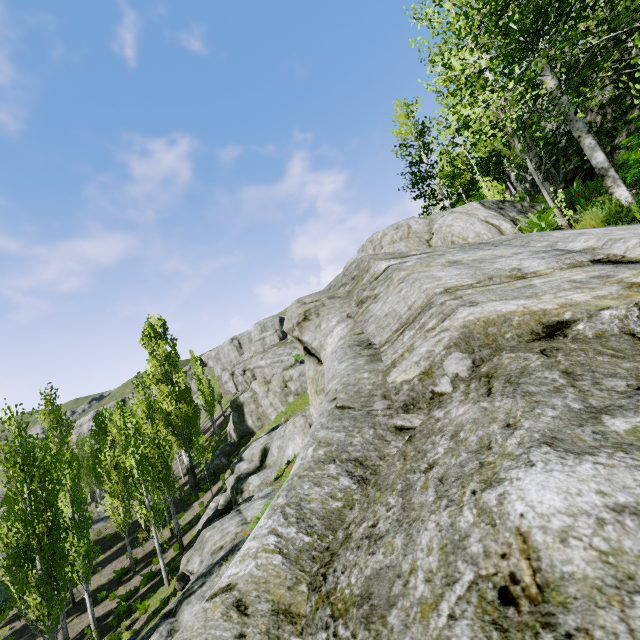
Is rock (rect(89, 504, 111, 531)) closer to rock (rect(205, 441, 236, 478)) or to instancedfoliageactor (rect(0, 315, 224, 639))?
instancedfoliageactor (rect(0, 315, 224, 639))

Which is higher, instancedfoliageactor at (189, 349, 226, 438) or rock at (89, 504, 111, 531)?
instancedfoliageactor at (189, 349, 226, 438)

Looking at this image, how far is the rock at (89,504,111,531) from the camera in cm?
2969

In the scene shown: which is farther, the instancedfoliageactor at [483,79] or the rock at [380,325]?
the instancedfoliageactor at [483,79]

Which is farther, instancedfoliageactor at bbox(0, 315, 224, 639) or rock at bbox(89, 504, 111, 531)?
rock at bbox(89, 504, 111, 531)

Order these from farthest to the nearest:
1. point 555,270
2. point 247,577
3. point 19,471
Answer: point 19,471 < point 555,270 < point 247,577

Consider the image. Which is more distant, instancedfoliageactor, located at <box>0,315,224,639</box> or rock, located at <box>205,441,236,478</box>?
rock, located at <box>205,441,236,478</box>

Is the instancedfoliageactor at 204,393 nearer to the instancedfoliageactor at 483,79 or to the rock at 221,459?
the rock at 221,459
